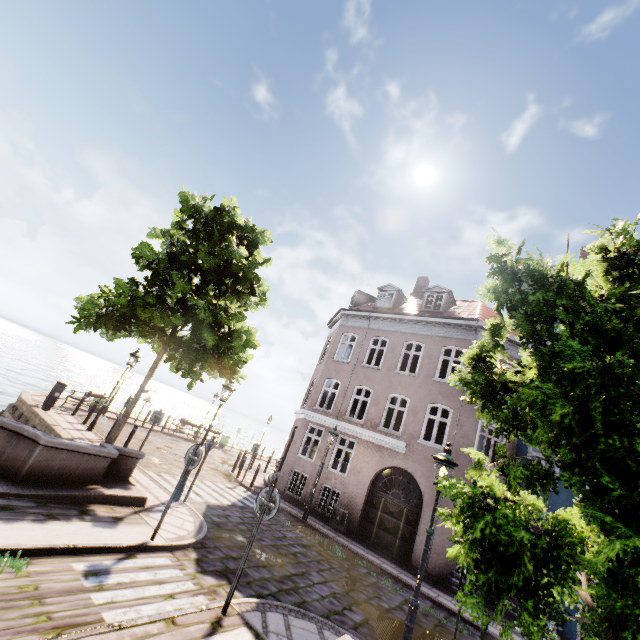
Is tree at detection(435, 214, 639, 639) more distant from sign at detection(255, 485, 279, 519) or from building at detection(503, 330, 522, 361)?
building at detection(503, 330, 522, 361)

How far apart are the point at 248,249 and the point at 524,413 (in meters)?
10.99

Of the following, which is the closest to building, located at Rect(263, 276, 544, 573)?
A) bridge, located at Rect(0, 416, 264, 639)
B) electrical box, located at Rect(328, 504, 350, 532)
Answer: electrical box, located at Rect(328, 504, 350, 532)

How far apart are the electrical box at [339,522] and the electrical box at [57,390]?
13.33m

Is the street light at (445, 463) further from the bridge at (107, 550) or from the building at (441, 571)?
the building at (441, 571)

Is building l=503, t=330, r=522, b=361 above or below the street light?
above

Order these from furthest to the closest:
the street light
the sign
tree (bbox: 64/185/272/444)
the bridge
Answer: tree (bbox: 64/185/272/444), the street light, the sign, the bridge

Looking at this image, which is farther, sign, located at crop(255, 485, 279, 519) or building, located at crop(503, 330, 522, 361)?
building, located at crop(503, 330, 522, 361)
